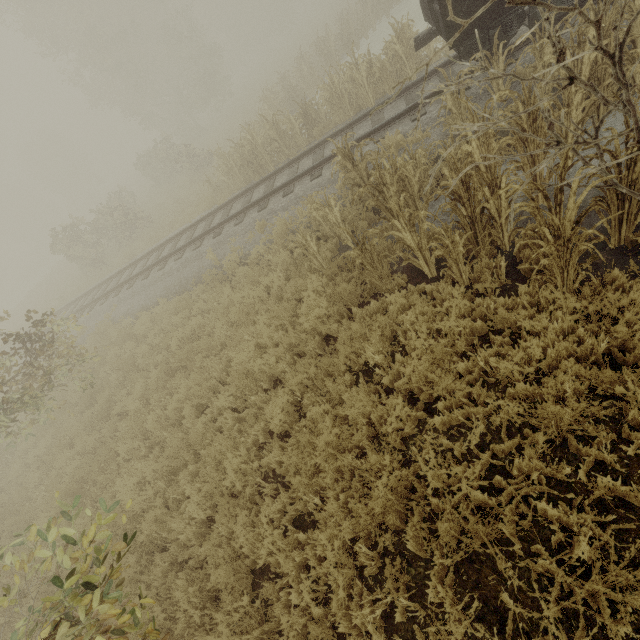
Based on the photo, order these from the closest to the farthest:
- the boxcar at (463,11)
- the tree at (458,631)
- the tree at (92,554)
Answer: the tree at (458,631)
the tree at (92,554)
the boxcar at (463,11)

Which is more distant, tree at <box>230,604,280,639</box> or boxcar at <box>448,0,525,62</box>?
boxcar at <box>448,0,525,62</box>

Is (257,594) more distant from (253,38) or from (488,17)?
(253,38)

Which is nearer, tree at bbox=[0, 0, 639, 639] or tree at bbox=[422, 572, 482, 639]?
tree at bbox=[422, 572, 482, 639]

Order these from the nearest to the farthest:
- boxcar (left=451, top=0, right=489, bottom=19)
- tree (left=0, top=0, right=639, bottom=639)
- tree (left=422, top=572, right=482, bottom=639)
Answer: tree (left=422, top=572, right=482, bottom=639)
tree (left=0, top=0, right=639, bottom=639)
boxcar (left=451, top=0, right=489, bottom=19)

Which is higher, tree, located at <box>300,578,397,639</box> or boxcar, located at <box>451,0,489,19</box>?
boxcar, located at <box>451,0,489,19</box>

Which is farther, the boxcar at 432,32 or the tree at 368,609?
the boxcar at 432,32
